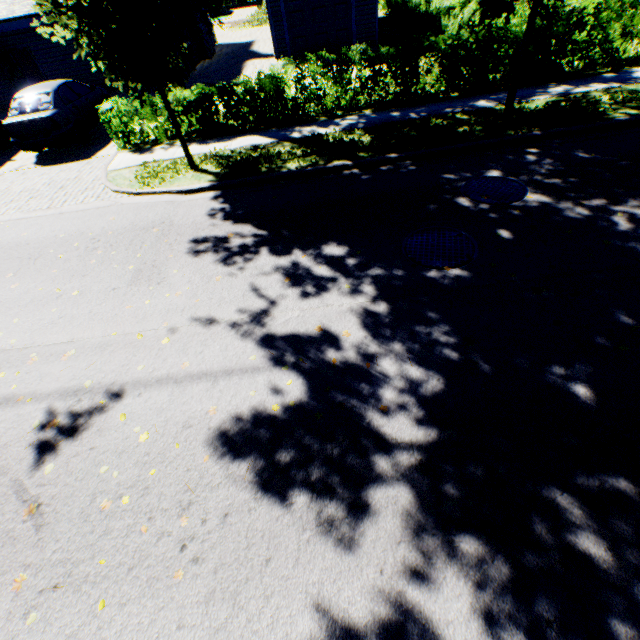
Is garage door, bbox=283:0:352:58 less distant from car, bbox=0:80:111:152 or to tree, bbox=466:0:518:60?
tree, bbox=466:0:518:60

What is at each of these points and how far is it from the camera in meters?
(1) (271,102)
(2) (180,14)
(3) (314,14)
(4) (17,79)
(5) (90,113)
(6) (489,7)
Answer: (1) hedge, 9.5
(2) tree, 6.0
(3) garage door, 15.4
(4) door, 16.0
(5) car, 11.6
(6) tree, 6.4

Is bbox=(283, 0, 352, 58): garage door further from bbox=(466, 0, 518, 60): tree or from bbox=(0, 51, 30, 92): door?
bbox=(0, 51, 30, 92): door

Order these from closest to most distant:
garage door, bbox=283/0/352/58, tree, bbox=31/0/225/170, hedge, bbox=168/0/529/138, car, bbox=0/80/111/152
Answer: tree, bbox=31/0/225/170 → hedge, bbox=168/0/529/138 → car, bbox=0/80/111/152 → garage door, bbox=283/0/352/58

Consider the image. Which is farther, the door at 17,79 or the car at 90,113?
the door at 17,79

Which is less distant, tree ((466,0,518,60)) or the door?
tree ((466,0,518,60))

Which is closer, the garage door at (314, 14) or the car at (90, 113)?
the car at (90, 113)

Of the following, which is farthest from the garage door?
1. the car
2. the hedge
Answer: the car
